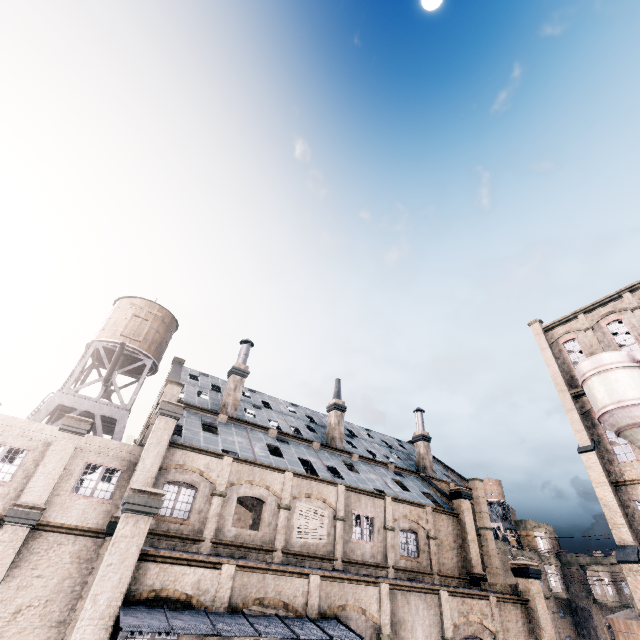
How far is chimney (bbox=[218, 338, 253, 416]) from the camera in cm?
2759

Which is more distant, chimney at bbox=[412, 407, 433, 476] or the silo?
chimney at bbox=[412, 407, 433, 476]

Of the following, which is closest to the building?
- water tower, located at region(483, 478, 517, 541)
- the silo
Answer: water tower, located at region(483, 478, 517, 541)

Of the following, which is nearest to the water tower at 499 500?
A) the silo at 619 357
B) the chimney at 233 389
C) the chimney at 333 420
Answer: the silo at 619 357

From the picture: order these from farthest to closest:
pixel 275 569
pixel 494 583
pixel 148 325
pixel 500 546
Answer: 1. pixel 500 546
2. pixel 148 325
3. pixel 494 583
4. pixel 275 569

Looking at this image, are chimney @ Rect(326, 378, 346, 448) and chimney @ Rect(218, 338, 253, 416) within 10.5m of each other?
yes

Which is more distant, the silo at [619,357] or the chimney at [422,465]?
the chimney at [422,465]

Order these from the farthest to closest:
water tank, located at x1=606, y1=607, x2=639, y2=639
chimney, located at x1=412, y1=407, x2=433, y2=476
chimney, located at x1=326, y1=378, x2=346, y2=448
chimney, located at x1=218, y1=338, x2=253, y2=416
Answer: chimney, located at x1=412, y1=407, x2=433, y2=476, water tank, located at x1=606, y1=607, x2=639, y2=639, chimney, located at x1=326, y1=378, x2=346, y2=448, chimney, located at x1=218, y1=338, x2=253, y2=416
